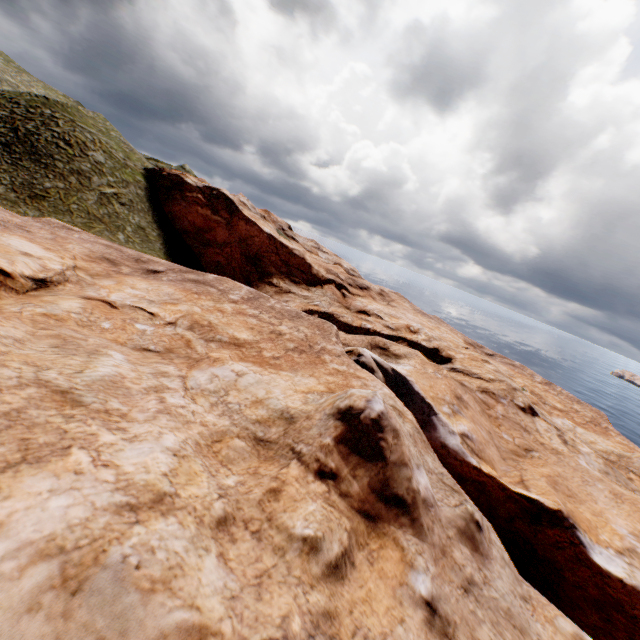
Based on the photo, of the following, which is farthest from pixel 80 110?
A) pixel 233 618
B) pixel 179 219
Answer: pixel 233 618
